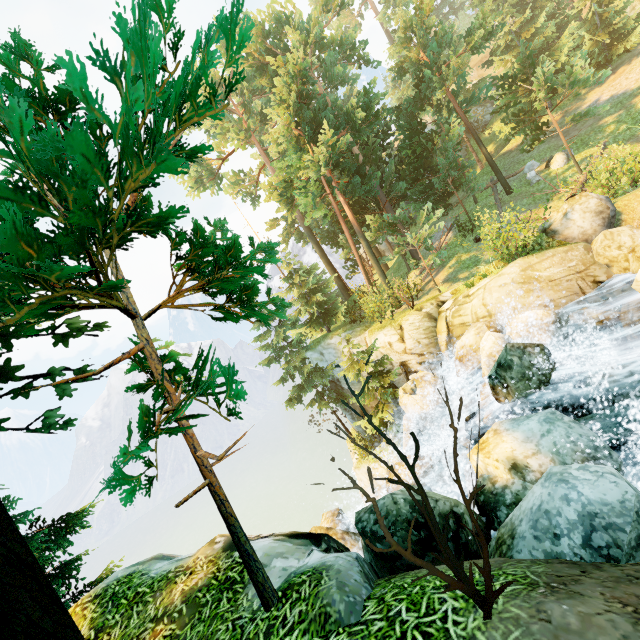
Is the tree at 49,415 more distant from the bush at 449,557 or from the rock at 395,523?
the rock at 395,523

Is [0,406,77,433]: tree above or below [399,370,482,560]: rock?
above

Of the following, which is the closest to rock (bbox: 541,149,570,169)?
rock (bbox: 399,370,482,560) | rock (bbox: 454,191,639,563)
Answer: rock (bbox: 454,191,639,563)

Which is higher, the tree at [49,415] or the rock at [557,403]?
the tree at [49,415]

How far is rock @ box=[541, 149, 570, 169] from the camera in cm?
2077

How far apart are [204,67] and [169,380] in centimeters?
357cm

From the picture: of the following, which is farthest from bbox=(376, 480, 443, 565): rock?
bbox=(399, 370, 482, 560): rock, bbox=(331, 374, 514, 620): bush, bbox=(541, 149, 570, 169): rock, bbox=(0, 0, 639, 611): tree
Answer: bbox=(541, 149, 570, 169): rock

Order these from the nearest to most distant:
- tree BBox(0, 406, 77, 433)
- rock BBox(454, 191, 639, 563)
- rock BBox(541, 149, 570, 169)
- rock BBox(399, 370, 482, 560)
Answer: rock BBox(454, 191, 639, 563) → tree BBox(0, 406, 77, 433) → rock BBox(399, 370, 482, 560) → rock BBox(541, 149, 570, 169)
